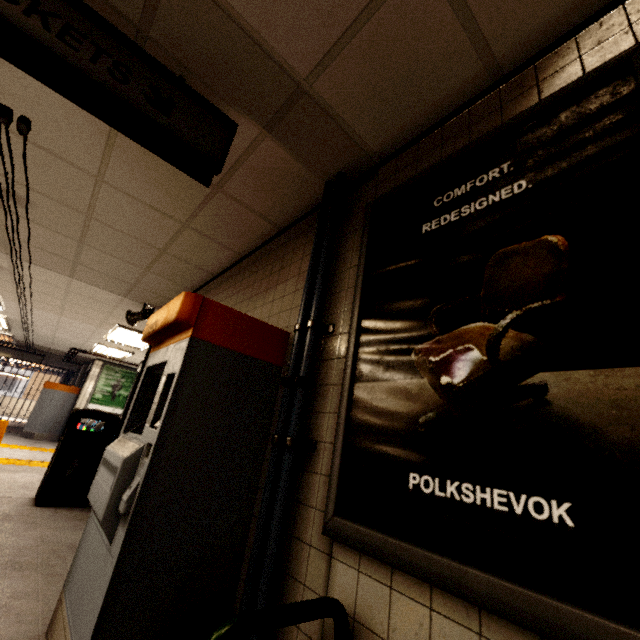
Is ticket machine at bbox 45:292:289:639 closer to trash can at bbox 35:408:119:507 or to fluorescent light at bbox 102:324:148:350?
trash can at bbox 35:408:119:507

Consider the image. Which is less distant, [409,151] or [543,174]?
[543,174]

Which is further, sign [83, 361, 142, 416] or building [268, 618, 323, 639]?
sign [83, 361, 142, 416]

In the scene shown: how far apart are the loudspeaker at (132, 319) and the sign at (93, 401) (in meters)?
8.24

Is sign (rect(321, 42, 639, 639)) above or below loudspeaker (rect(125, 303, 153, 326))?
below

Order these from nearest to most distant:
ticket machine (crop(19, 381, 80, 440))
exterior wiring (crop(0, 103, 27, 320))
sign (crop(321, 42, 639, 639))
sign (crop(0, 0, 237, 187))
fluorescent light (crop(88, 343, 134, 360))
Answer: sign (crop(321, 42, 639, 639)), sign (crop(0, 0, 237, 187)), exterior wiring (crop(0, 103, 27, 320)), fluorescent light (crop(88, 343, 134, 360)), ticket machine (crop(19, 381, 80, 440))

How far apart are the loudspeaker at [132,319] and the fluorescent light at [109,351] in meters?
4.8

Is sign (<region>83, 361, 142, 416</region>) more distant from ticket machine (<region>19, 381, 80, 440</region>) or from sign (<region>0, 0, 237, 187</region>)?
sign (<region>0, 0, 237, 187</region>)
